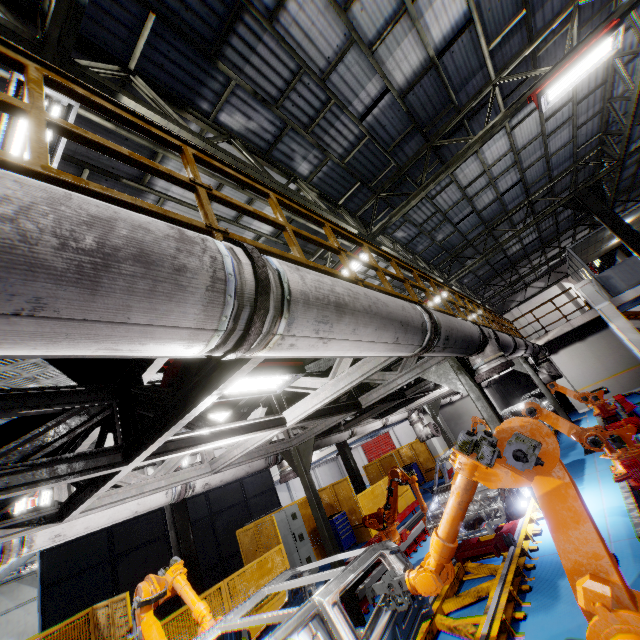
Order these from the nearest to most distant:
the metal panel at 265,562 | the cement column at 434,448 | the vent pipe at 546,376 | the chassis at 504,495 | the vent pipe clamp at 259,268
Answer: the vent pipe clamp at 259,268, the chassis at 504,495, the metal panel at 265,562, the vent pipe at 546,376, the cement column at 434,448

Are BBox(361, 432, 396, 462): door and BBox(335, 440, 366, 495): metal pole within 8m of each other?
no

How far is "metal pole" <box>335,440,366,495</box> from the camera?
14.34m

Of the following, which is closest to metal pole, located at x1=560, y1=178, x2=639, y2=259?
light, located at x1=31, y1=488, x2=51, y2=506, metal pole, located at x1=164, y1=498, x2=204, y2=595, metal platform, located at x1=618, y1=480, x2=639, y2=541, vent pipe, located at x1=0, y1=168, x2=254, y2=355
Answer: vent pipe, located at x1=0, y1=168, x2=254, y2=355

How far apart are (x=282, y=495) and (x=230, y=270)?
32.35m

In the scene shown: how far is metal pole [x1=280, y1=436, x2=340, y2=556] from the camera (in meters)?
6.11

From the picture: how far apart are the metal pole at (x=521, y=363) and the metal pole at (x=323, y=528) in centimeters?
832cm

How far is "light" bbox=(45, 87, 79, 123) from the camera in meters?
3.8 m
